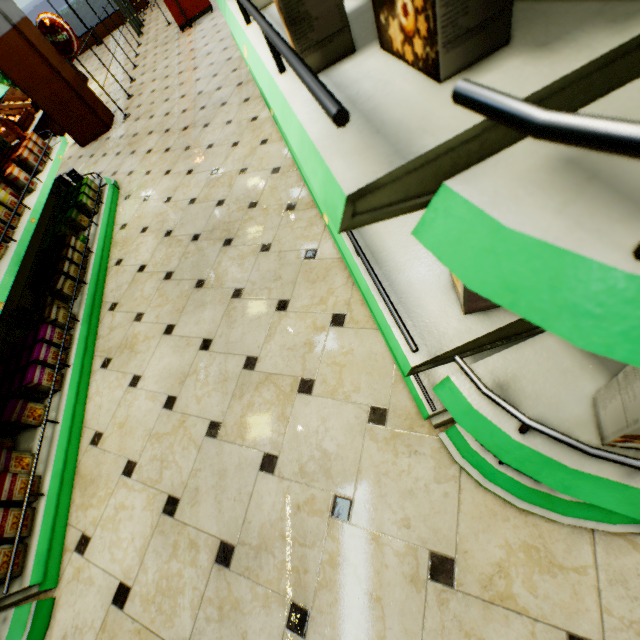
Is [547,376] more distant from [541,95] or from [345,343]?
[345,343]

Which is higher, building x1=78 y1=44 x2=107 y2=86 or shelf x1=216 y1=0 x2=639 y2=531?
shelf x1=216 y1=0 x2=639 y2=531

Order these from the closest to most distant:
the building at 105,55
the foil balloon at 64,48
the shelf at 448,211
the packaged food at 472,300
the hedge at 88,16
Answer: the shelf at 448,211, the packaged food at 472,300, the foil balloon at 64,48, the building at 105,55, the hedge at 88,16

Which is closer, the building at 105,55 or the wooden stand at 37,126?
the wooden stand at 37,126

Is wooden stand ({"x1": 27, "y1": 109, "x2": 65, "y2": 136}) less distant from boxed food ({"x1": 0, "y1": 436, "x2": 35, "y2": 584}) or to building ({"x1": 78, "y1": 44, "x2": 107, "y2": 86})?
building ({"x1": 78, "y1": 44, "x2": 107, "y2": 86})

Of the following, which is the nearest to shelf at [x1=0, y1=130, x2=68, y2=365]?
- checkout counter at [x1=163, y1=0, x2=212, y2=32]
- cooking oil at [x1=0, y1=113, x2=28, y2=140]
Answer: cooking oil at [x1=0, y1=113, x2=28, y2=140]

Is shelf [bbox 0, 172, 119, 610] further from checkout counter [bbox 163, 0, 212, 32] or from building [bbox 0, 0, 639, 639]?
checkout counter [bbox 163, 0, 212, 32]

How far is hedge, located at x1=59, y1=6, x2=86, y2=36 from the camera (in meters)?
11.54
